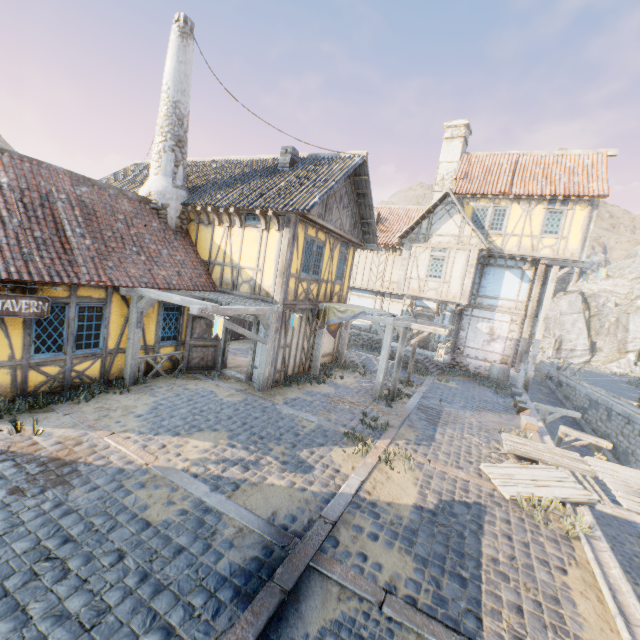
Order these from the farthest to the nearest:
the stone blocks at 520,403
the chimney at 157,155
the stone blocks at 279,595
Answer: the chimney at 157,155
the stone blocks at 520,403
the stone blocks at 279,595

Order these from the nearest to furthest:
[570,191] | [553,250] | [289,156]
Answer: [289,156]
[570,191]
[553,250]

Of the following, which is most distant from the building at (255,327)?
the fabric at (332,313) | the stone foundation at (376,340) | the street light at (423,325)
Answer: the stone foundation at (376,340)

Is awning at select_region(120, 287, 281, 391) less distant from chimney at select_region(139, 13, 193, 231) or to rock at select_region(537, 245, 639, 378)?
chimney at select_region(139, 13, 193, 231)

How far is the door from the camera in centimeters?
1102cm

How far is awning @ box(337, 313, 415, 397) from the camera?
11.75m

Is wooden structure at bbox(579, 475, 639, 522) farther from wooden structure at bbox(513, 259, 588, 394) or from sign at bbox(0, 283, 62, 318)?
sign at bbox(0, 283, 62, 318)

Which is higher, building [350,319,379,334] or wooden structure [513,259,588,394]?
wooden structure [513,259,588,394]
